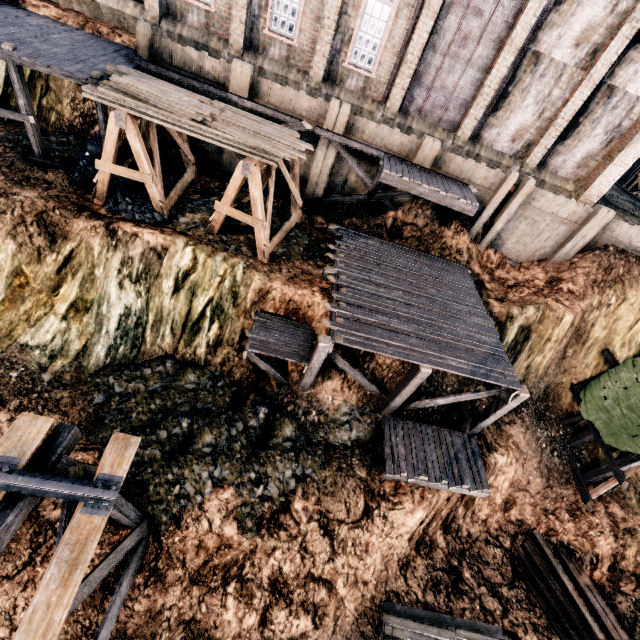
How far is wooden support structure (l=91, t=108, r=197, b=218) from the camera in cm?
1188

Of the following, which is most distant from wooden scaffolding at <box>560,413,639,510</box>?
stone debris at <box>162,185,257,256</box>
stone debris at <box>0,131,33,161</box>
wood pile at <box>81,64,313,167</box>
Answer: stone debris at <box>0,131,33,161</box>

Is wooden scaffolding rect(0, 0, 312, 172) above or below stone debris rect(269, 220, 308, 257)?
above

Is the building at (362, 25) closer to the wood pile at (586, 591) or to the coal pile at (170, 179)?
the coal pile at (170, 179)

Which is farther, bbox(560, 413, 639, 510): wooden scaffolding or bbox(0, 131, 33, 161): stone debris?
bbox(560, 413, 639, 510): wooden scaffolding

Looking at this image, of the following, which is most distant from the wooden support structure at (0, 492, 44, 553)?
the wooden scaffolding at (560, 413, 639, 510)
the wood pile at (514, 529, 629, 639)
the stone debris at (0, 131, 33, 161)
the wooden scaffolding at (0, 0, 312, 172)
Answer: the wooden scaffolding at (560, 413, 639, 510)

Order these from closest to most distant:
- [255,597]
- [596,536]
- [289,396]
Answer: [255,597] → [289,396] → [596,536]

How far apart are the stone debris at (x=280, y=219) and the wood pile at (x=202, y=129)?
3.5 meters
